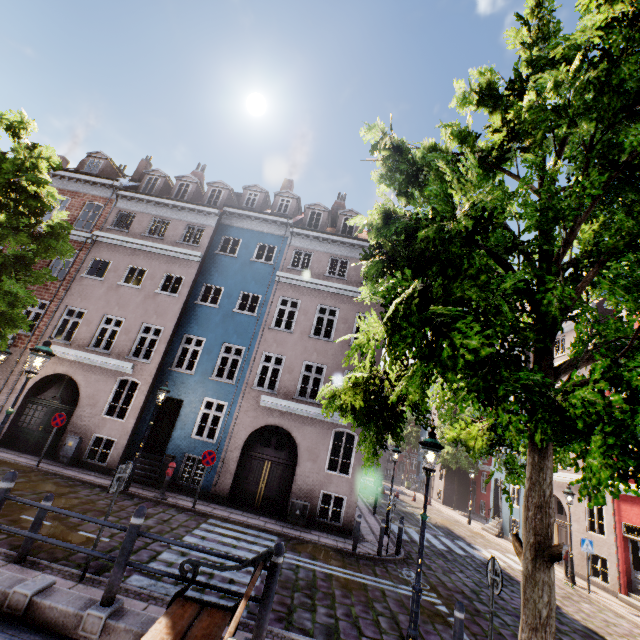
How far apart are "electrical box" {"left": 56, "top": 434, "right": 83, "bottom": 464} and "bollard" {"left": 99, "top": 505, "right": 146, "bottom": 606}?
11.8m

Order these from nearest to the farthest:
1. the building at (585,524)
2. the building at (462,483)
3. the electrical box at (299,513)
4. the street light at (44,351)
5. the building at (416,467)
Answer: the street light at (44,351) < the electrical box at (299,513) < the building at (585,524) < the building at (462,483) < the building at (416,467)

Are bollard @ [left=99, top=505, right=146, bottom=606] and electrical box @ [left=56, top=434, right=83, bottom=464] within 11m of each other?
no

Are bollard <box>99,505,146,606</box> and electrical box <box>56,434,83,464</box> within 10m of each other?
no

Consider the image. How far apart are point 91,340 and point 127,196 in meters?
8.3 m

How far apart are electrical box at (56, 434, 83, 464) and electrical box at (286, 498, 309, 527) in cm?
917

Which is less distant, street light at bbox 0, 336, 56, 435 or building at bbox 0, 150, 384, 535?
street light at bbox 0, 336, 56, 435

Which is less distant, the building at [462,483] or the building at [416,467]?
the building at [462,483]
